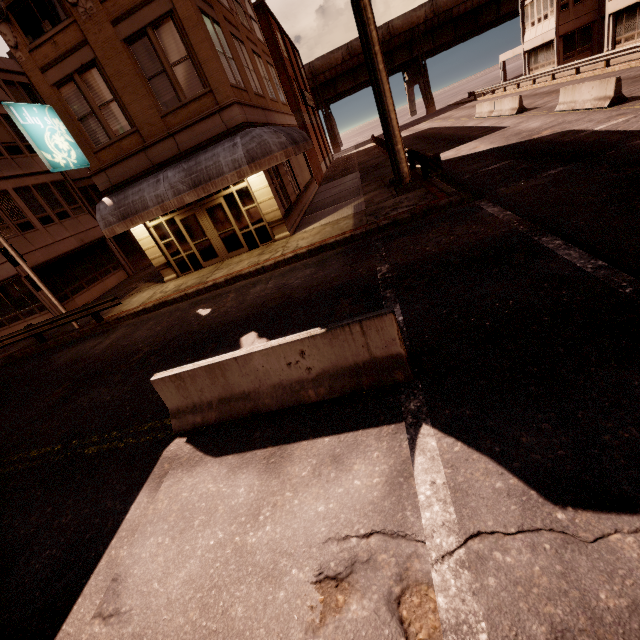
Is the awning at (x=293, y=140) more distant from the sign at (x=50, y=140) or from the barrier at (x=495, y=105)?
the barrier at (x=495, y=105)

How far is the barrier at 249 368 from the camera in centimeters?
437cm

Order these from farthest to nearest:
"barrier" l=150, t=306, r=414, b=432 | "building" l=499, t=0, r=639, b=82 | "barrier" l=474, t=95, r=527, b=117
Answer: "building" l=499, t=0, r=639, b=82 → "barrier" l=474, t=95, r=527, b=117 → "barrier" l=150, t=306, r=414, b=432

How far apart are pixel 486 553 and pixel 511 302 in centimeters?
371cm

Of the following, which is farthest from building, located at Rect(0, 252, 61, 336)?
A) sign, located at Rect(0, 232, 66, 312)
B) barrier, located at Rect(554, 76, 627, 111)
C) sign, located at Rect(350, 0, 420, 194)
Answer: barrier, located at Rect(554, 76, 627, 111)

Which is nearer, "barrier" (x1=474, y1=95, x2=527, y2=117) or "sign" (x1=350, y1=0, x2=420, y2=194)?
"sign" (x1=350, y1=0, x2=420, y2=194)

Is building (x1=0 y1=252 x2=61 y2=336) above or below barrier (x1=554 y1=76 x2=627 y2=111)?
above

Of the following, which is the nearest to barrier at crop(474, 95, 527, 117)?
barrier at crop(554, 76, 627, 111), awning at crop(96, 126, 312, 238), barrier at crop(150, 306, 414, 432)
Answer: barrier at crop(554, 76, 627, 111)
